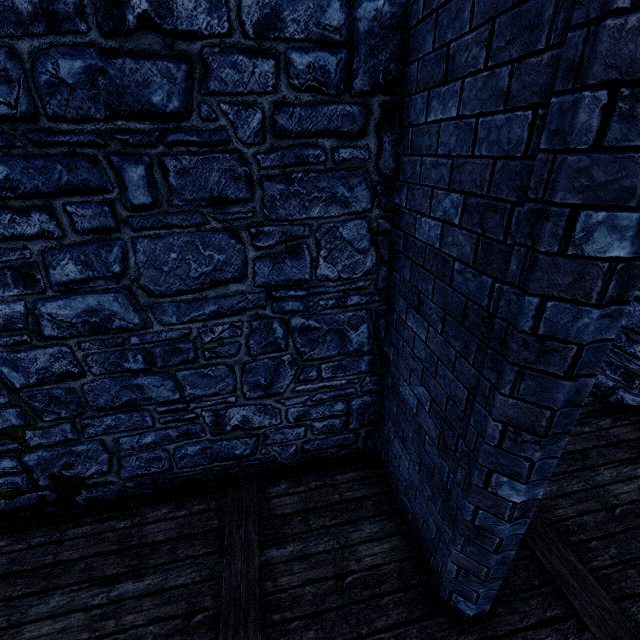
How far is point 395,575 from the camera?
3.0 meters

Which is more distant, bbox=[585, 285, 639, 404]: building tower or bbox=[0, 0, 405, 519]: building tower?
bbox=[585, 285, 639, 404]: building tower

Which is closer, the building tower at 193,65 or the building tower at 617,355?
the building tower at 193,65
